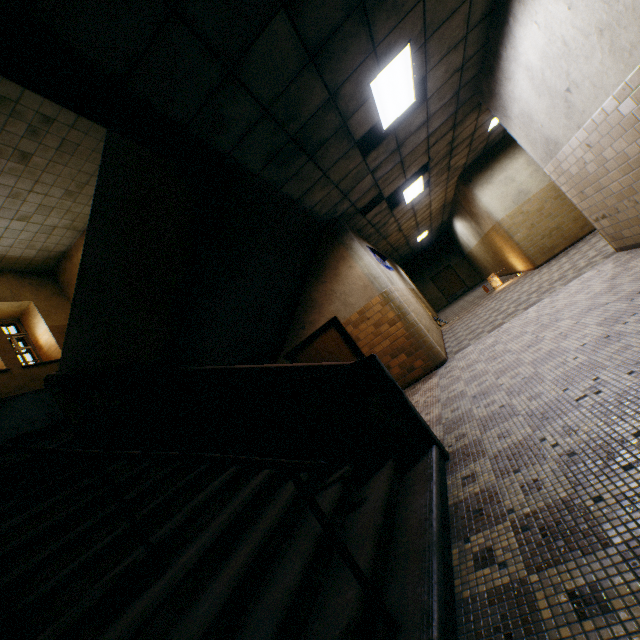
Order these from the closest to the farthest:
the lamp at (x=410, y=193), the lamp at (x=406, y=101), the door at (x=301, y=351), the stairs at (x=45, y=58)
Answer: the stairs at (x=45, y=58) → the lamp at (x=406, y=101) → the door at (x=301, y=351) → the lamp at (x=410, y=193)

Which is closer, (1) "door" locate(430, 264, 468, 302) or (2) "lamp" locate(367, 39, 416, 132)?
(2) "lamp" locate(367, 39, 416, 132)

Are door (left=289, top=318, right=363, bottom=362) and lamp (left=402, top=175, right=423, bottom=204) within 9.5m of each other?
yes

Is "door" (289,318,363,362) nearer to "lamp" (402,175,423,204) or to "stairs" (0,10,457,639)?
"stairs" (0,10,457,639)

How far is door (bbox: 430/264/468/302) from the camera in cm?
2202

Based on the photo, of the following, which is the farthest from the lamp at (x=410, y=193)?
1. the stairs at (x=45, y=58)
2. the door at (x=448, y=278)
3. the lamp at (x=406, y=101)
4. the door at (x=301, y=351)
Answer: the door at (x=448, y=278)

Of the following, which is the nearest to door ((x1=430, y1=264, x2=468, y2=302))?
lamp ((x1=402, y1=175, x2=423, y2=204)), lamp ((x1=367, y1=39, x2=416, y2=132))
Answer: lamp ((x1=402, y1=175, x2=423, y2=204))

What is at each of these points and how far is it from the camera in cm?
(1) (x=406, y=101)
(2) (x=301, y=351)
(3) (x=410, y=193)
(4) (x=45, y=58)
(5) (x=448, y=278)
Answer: (1) lamp, 502
(2) door, 789
(3) lamp, 922
(4) stairs, 204
(5) door, 2222
